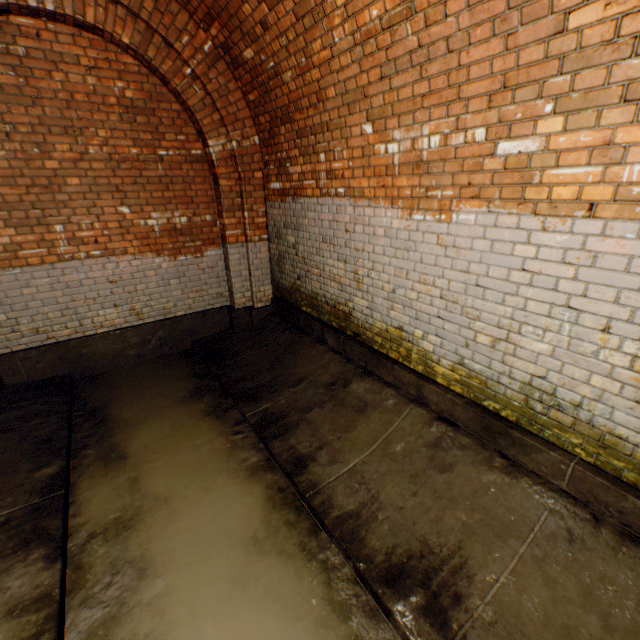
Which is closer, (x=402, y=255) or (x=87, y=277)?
(x=402, y=255)
